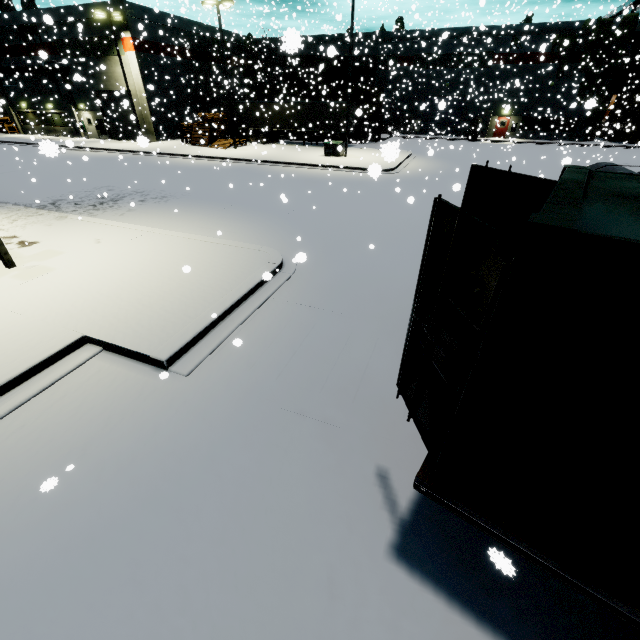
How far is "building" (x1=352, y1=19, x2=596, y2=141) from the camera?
34.1m

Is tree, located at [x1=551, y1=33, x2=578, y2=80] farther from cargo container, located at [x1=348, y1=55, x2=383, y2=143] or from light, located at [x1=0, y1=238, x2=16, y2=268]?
light, located at [x1=0, y1=238, x2=16, y2=268]

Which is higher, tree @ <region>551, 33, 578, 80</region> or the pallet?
tree @ <region>551, 33, 578, 80</region>

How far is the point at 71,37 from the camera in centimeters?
3170cm

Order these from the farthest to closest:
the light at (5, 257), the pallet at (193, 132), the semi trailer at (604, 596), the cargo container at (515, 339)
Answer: the pallet at (193, 132) → the light at (5, 257) → the semi trailer at (604, 596) → the cargo container at (515, 339)

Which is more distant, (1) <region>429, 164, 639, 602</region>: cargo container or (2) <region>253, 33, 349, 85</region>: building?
(2) <region>253, 33, 349, 85</region>: building

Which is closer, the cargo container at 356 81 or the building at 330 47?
the building at 330 47

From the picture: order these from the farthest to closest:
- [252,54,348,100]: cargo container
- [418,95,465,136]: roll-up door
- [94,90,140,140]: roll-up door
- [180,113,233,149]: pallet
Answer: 1. [252,54,348,100]: cargo container
2. [418,95,465,136]: roll-up door
3. [180,113,233,149]: pallet
4. [94,90,140,140]: roll-up door
